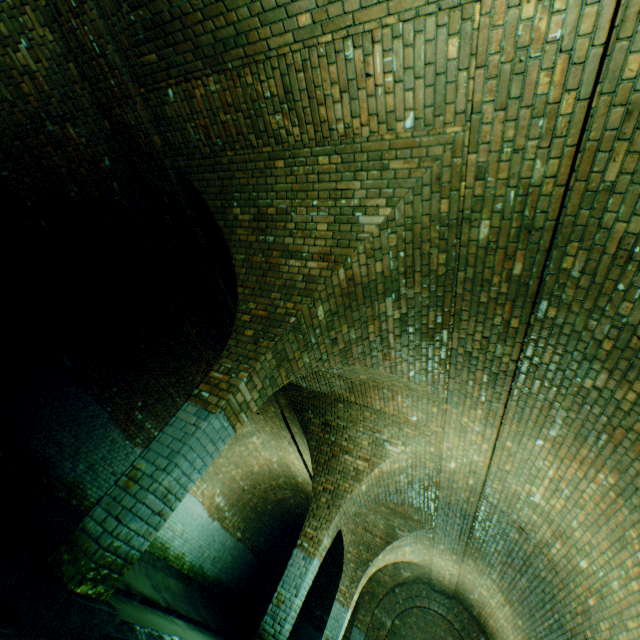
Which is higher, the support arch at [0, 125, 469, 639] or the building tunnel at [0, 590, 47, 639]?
the support arch at [0, 125, 469, 639]

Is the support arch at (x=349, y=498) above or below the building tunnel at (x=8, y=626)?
above

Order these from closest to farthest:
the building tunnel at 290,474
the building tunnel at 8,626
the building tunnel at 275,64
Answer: the building tunnel at 8,626 → the building tunnel at 275,64 → the building tunnel at 290,474

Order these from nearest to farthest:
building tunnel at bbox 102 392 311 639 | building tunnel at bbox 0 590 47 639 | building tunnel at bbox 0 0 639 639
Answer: building tunnel at bbox 0 590 47 639 < building tunnel at bbox 0 0 639 639 < building tunnel at bbox 102 392 311 639

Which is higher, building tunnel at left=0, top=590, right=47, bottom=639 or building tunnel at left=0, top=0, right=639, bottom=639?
building tunnel at left=0, top=0, right=639, bottom=639

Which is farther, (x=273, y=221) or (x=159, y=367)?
(x=159, y=367)

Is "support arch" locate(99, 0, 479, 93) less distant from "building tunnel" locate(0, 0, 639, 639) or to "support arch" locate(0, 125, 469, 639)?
"building tunnel" locate(0, 0, 639, 639)
